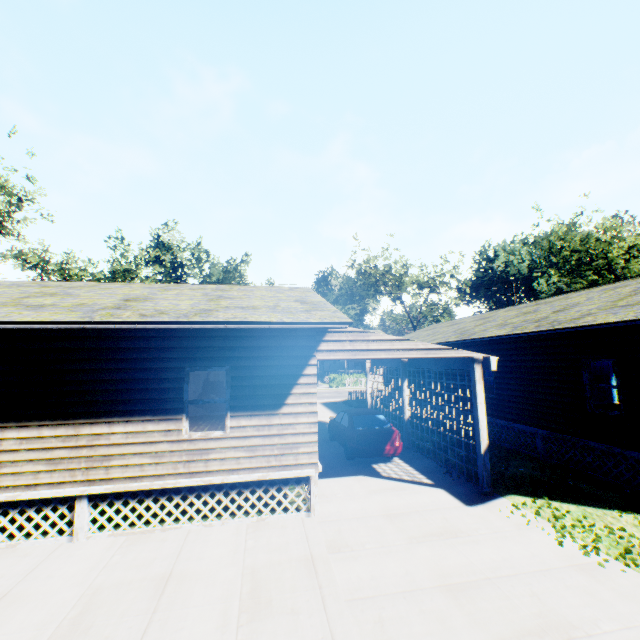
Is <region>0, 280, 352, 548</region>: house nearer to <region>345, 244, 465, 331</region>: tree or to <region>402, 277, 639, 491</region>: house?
<region>402, 277, 639, 491</region>: house

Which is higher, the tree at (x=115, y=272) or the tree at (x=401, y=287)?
the tree at (x=115, y=272)

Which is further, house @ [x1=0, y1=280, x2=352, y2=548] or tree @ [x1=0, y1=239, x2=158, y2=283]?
tree @ [x1=0, y1=239, x2=158, y2=283]

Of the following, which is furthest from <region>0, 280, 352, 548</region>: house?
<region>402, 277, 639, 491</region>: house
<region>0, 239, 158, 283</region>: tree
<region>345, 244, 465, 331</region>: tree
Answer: <region>345, 244, 465, 331</region>: tree

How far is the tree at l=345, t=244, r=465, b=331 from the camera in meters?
45.8 m

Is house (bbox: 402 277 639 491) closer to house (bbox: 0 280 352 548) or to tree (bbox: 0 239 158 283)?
house (bbox: 0 280 352 548)

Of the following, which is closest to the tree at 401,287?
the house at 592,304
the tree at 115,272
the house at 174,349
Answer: the house at 592,304

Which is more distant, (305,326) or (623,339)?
(623,339)
